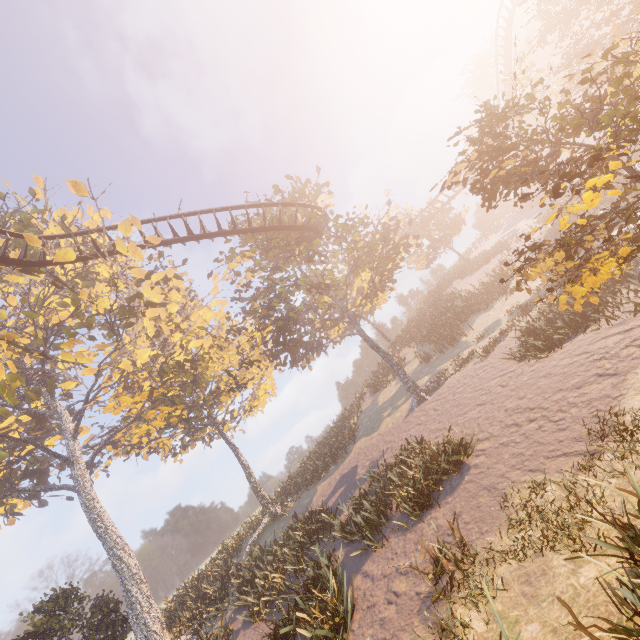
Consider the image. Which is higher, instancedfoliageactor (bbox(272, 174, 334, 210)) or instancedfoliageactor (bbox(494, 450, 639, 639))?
instancedfoliageactor (bbox(272, 174, 334, 210))

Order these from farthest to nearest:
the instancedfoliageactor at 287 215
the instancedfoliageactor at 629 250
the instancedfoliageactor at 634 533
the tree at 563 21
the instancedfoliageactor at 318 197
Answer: the instancedfoliageactor at 318 197 → the instancedfoliageactor at 287 215 → the tree at 563 21 → the instancedfoliageactor at 629 250 → the instancedfoliageactor at 634 533

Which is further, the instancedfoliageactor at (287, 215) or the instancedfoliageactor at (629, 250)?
the instancedfoliageactor at (287, 215)

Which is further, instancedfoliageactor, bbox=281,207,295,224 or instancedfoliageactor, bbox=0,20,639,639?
instancedfoliageactor, bbox=281,207,295,224

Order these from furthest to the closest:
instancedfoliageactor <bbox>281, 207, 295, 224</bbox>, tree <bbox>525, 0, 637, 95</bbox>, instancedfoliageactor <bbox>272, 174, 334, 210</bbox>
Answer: instancedfoliageactor <bbox>272, 174, 334, 210</bbox> → instancedfoliageactor <bbox>281, 207, 295, 224</bbox> → tree <bbox>525, 0, 637, 95</bbox>

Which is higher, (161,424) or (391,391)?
(161,424)

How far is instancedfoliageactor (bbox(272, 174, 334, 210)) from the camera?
23.38m

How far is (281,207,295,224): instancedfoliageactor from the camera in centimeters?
2134cm
